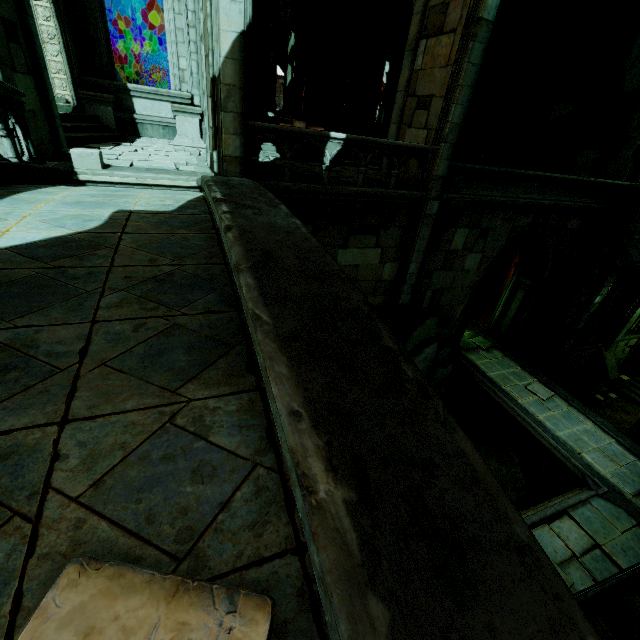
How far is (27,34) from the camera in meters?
6.5 m

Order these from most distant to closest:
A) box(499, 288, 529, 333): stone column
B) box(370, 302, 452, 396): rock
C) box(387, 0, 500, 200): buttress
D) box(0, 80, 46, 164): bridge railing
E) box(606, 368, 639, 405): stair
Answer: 1. box(606, 368, 639, 405): stair
2. box(499, 288, 529, 333): stone column
3. box(370, 302, 452, 396): rock
4. box(387, 0, 500, 200): buttress
5. box(0, 80, 46, 164): bridge railing

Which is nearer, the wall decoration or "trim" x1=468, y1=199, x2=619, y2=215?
the wall decoration

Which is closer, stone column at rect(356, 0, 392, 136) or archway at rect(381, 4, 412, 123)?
stone column at rect(356, 0, 392, 136)

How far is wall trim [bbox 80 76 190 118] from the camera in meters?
10.0 m

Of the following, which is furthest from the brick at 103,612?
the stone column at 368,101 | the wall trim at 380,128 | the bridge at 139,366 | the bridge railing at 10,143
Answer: the wall trim at 380,128

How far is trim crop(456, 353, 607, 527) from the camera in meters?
8.6

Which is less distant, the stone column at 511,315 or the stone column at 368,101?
the stone column at 368,101
